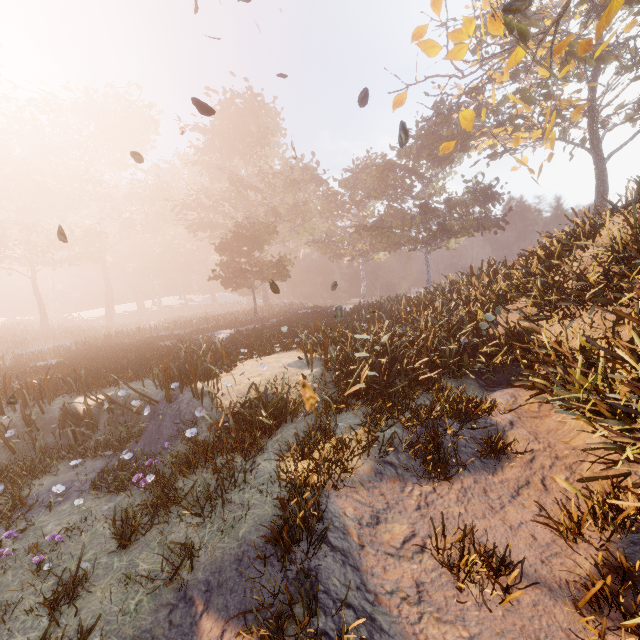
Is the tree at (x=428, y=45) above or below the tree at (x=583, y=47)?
above

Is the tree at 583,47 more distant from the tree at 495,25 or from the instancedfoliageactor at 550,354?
the instancedfoliageactor at 550,354

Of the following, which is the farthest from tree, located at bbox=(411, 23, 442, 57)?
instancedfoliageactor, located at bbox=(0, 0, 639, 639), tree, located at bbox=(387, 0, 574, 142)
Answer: instancedfoliageactor, located at bbox=(0, 0, 639, 639)

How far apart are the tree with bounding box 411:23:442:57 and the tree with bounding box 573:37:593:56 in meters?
4.6 m

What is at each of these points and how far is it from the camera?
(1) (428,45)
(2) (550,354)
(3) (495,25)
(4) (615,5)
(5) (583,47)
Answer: (1) tree, 9.6m
(2) instancedfoliageactor, 7.9m
(3) tree, 8.9m
(4) tree, 9.5m
(5) tree, 10.3m

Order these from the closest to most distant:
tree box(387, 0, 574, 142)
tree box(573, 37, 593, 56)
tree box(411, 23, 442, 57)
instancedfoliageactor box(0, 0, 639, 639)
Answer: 1. instancedfoliageactor box(0, 0, 639, 639)
2. tree box(387, 0, 574, 142)
3. tree box(411, 23, 442, 57)
4. tree box(573, 37, 593, 56)

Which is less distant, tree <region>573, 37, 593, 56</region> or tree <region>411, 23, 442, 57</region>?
tree <region>411, 23, 442, 57</region>

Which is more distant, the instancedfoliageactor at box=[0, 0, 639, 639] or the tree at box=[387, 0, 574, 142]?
the tree at box=[387, 0, 574, 142]
